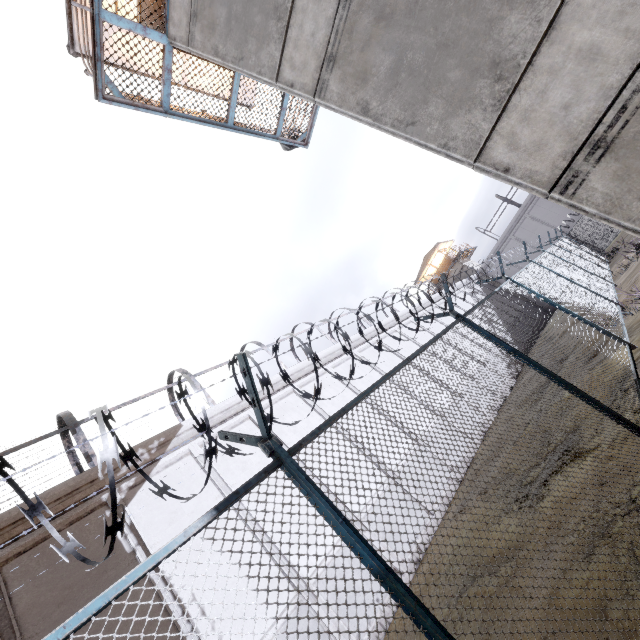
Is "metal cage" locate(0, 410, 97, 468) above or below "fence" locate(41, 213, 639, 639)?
above

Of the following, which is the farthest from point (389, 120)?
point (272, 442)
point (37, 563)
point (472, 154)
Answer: point (37, 563)

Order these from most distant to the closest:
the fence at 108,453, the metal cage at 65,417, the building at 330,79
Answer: the metal cage at 65,417 < the building at 330,79 < the fence at 108,453

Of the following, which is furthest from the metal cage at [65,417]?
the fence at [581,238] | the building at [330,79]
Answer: the building at [330,79]

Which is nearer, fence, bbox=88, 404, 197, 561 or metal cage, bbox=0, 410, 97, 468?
fence, bbox=88, 404, 197, 561

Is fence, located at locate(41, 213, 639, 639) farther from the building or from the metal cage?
the metal cage

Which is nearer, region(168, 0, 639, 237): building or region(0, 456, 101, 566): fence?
region(0, 456, 101, 566): fence
